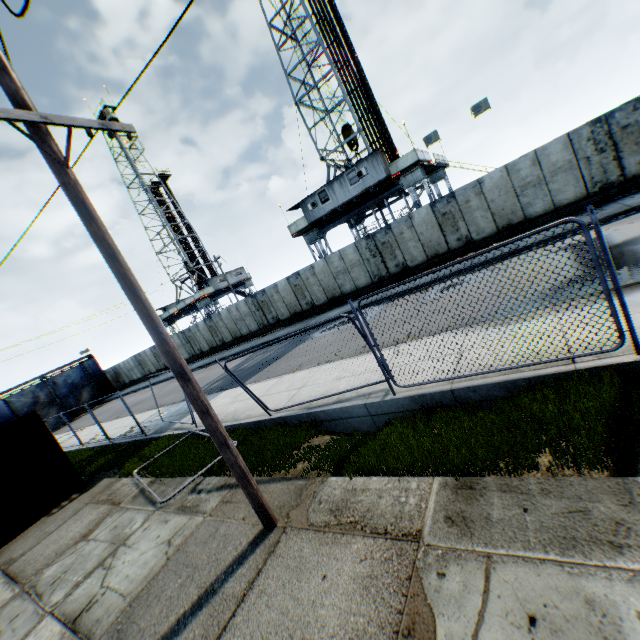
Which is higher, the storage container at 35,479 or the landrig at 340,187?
the landrig at 340,187

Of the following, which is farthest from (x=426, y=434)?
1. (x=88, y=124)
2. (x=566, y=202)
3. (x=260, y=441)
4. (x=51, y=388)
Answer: (x=51, y=388)

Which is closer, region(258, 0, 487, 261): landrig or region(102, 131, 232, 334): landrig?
region(258, 0, 487, 261): landrig

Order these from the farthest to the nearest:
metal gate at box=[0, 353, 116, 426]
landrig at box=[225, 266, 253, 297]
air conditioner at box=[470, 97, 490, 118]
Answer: landrig at box=[225, 266, 253, 297] < metal gate at box=[0, 353, 116, 426] < air conditioner at box=[470, 97, 490, 118]

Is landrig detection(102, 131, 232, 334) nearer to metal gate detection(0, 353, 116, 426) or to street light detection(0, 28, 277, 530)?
metal gate detection(0, 353, 116, 426)

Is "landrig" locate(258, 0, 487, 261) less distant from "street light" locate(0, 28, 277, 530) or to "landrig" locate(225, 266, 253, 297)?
"landrig" locate(225, 266, 253, 297)

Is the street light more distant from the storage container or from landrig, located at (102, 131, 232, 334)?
landrig, located at (102, 131, 232, 334)

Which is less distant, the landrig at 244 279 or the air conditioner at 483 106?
the air conditioner at 483 106
